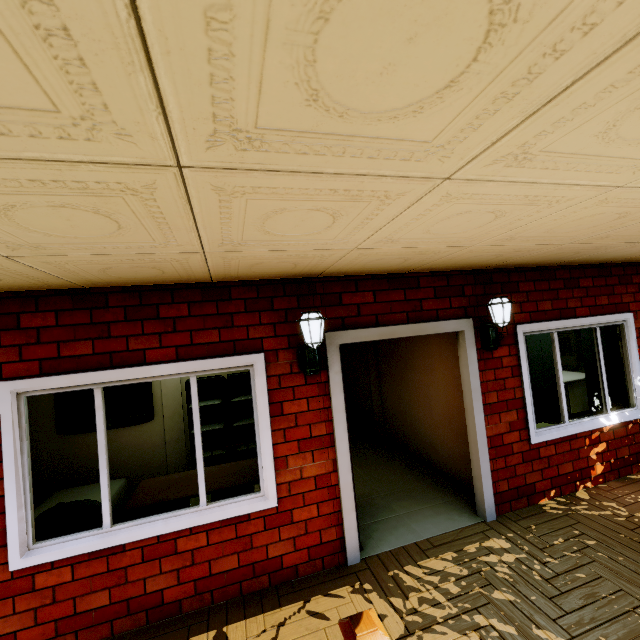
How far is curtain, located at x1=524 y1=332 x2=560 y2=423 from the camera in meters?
4.0 m

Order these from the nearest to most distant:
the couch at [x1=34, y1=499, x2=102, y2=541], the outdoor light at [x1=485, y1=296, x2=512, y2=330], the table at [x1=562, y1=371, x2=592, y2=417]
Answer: the couch at [x1=34, y1=499, x2=102, y2=541]
the outdoor light at [x1=485, y1=296, x2=512, y2=330]
the table at [x1=562, y1=371, x2=592, y2=417]

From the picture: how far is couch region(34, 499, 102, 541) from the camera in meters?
2.8 m

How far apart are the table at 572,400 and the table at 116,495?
8.0 meters

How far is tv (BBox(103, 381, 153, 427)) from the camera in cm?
512

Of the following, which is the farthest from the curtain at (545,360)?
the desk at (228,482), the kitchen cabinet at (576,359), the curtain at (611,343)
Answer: the desk at (228,482)

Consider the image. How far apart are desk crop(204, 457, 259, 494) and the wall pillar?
1.8m

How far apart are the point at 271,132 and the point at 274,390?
2.5 meters
